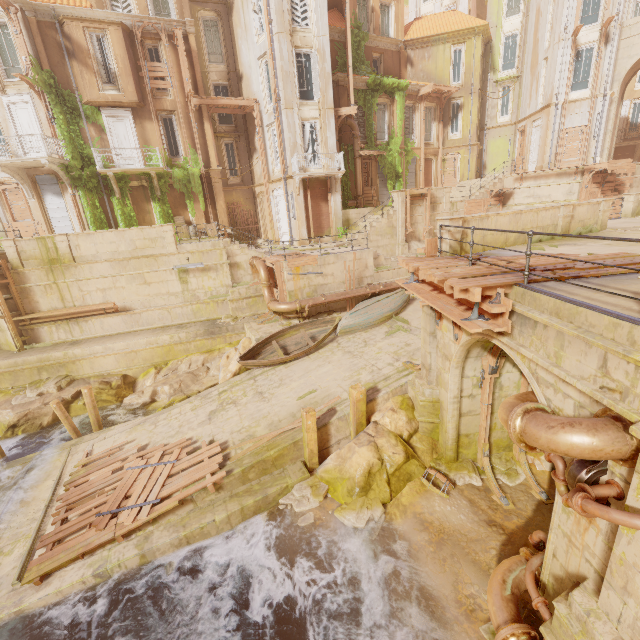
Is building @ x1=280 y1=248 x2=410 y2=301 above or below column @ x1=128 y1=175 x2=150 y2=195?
below

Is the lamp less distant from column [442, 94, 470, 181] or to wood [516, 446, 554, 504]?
wood [516, 446, 554, 504]

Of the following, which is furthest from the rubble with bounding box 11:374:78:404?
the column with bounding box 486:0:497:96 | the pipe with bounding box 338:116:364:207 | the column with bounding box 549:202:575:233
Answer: the column with bounding box 486:0:497:96

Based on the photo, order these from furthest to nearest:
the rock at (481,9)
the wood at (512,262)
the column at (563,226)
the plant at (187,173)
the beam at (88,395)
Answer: the rock at (481,9) < the plant at (187,173) < the beam at (88,395) < the column at (563,226) < the wood at (512,262)

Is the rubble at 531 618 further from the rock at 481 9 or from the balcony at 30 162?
the rock at 481 9

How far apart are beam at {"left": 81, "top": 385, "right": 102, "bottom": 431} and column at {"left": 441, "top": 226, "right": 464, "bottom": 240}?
14.9m

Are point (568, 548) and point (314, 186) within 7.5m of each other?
no

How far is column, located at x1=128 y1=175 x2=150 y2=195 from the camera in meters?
20.8 m
